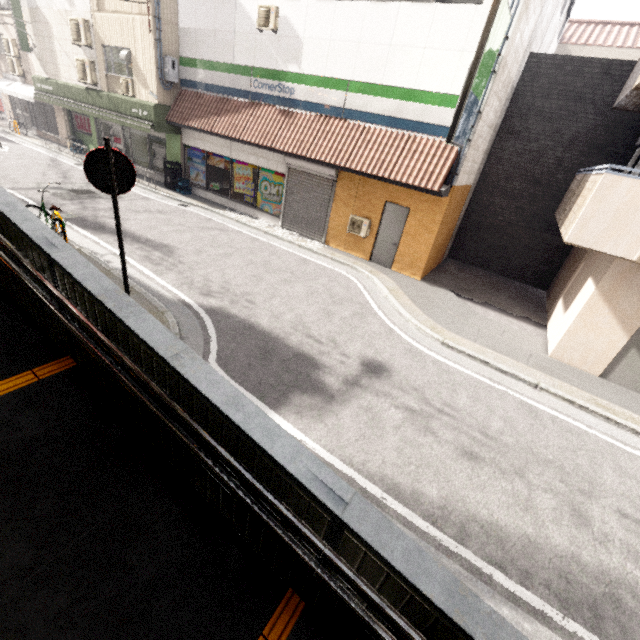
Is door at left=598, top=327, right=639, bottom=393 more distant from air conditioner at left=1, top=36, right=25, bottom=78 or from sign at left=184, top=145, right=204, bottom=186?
air conditioner at left=1, top=36, right=25, bottom=78

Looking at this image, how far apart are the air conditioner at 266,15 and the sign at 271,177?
4.0m

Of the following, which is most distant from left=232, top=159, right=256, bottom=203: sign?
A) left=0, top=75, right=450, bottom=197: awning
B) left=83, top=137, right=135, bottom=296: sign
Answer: left=83, top=137, right=135, bottom=296: sign

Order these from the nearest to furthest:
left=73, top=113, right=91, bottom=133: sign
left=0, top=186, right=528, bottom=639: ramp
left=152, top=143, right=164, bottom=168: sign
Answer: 1. left=0, top=186, right=528, bottom=639: ramp
2. left=152, top=143, right=164, bottom=168: sign
3. left=73, top=113, right=91, bottom=133: sign

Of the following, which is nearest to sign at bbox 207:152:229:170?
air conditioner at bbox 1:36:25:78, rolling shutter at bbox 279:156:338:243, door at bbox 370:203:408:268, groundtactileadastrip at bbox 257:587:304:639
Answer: rolling shutter at bbox 279:156:338:243

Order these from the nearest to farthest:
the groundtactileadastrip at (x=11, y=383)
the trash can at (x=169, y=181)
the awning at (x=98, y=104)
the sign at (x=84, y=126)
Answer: the groundtactileadastrip at (x=11, y=383) → the awning at (x=98, y=104) → the trash can at (x=169, y=181) → the sign at (x=84, y=126)

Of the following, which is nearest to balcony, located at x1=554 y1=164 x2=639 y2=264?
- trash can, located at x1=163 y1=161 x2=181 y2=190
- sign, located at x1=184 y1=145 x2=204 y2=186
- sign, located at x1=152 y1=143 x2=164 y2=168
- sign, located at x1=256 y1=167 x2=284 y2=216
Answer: sign, located at x1=256 y1=167 x2=284 y2=216

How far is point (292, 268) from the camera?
9.9m
